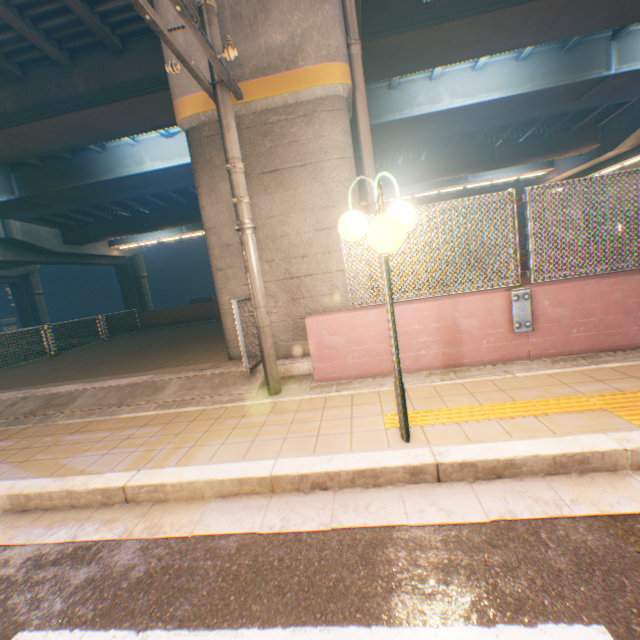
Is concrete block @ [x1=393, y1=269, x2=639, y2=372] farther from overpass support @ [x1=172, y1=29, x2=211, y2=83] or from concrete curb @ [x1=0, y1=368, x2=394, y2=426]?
overpass support @ [x1=172, y1=29, x2=211, y2=83]

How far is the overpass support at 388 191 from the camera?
25.0m

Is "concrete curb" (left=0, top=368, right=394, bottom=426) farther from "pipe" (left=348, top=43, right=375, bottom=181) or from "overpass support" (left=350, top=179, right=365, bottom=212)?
"pipe" (left=348, top=43, right=375, bottom=181)

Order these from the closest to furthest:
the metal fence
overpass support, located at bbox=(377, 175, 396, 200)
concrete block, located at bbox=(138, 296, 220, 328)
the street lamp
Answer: the street lamp
the metal fence
concrete block, located at bbox=(138, 296, 220, 328)
overpass support, located at bbox=(377, 175, 396, 200)

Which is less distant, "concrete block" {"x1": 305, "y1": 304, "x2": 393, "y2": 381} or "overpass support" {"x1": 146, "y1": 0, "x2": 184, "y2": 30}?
"concrete block" {"x1": 305, "y1": 304, "x2": 393, "y2": 381}

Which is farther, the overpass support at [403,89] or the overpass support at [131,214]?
the overpass support at [403,89]

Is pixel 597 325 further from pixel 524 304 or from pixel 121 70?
pixel 121 70

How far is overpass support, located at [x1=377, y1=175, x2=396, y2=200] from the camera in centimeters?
2500cm
